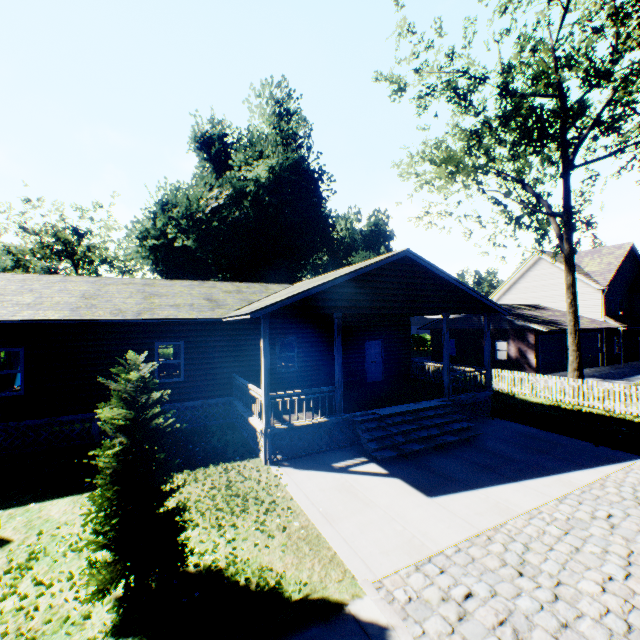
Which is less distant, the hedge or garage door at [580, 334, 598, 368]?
garage door at [580, 334, 598, 368]

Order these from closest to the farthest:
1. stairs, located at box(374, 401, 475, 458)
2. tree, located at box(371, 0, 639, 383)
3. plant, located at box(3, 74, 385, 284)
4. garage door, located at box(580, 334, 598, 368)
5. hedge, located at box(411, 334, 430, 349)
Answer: stairs, located at box(374, 401, 475, 458) → tree, located at box(371, 0, 639, 383) → garage door, located at box(580, 334, 598, 368) → plant, located at box(3, 74, 385, 284) → hedge, located at box(411, 334, 430, 349)

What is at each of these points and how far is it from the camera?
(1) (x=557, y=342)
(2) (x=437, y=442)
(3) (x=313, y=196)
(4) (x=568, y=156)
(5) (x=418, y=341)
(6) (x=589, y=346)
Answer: (1) garage door, 25.16m
(2) stairs, 10.23m
(3) plant, 36.50m
(4) tree, 15.02m
(5) hedge, 48.59m
(6) garage door, 27.27m

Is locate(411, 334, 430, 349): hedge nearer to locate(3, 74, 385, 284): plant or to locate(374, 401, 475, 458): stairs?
locate(3, 74, 385, 284): plant

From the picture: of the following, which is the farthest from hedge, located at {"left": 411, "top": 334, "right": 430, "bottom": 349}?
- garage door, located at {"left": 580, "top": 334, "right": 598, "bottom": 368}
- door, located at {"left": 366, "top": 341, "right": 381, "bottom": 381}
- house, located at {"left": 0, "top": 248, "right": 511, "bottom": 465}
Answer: door, located at {"left": 366, "top": 341, "right": 381, "bottom": 381}

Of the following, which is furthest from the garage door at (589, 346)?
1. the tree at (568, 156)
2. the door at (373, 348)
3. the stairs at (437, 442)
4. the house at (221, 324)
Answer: the stairs at (437, 442)

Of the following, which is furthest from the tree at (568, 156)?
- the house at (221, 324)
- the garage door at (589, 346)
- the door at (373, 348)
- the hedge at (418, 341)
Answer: the hedge at (418, 341)

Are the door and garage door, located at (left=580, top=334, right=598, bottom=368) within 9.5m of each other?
no
